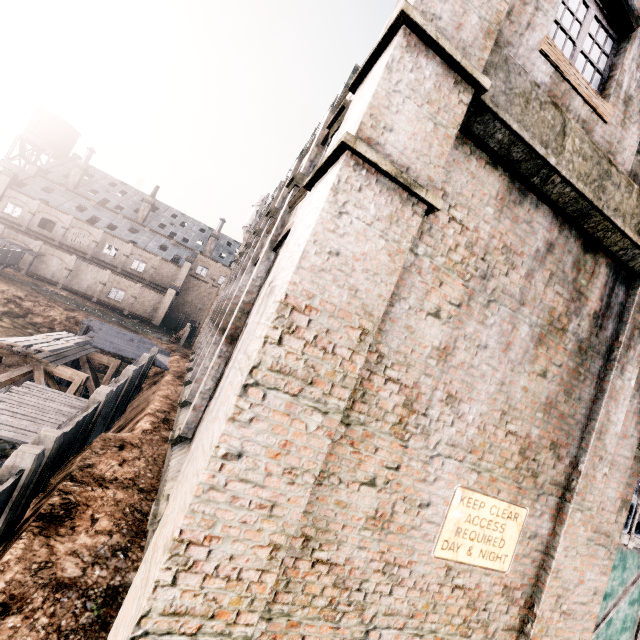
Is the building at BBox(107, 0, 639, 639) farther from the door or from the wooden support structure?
the wooden support structure

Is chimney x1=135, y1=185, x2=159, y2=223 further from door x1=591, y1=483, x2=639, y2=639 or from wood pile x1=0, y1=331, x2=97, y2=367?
door x1=591, y1=483, x2=639, y2=639

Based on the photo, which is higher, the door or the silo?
the silo

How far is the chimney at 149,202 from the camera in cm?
5750

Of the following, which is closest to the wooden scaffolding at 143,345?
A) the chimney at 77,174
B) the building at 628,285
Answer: the building at 628,285

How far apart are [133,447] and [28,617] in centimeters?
675cm

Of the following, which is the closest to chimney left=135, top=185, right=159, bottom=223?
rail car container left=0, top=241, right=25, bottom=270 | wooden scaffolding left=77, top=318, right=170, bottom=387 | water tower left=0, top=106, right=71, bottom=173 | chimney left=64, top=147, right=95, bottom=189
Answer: chimney left=64, top=147, right=95, bottom=189

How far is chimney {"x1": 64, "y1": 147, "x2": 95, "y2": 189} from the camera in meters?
53.8
